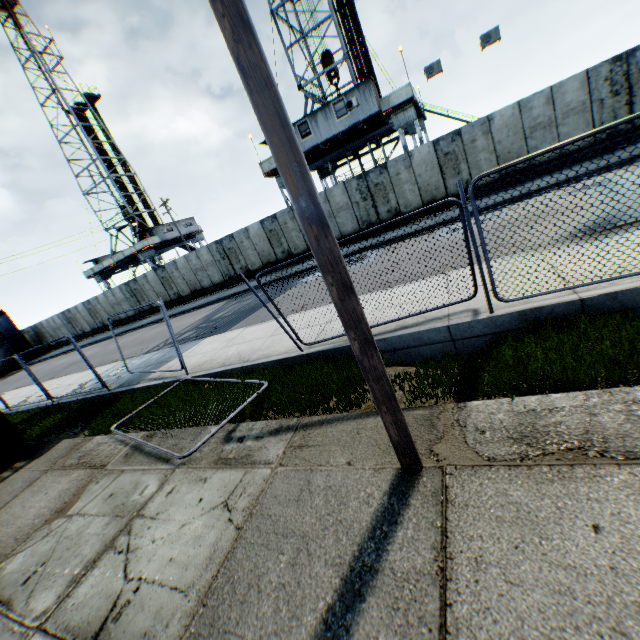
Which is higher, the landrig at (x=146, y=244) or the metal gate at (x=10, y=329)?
the landrig at (x=146, y=244)

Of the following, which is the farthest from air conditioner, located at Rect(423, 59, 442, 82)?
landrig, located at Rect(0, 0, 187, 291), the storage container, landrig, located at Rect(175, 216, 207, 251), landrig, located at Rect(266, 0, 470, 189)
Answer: landrig, located at Rect(0, 0, 187, 291)

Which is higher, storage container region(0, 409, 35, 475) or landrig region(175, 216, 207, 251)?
landrig region(175, 216, 207, 251)

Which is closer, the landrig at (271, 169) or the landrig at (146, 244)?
the landrig at (271, 169)

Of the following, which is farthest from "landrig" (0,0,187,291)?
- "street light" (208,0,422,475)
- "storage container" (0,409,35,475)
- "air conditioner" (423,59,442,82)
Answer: "street light" (208,0,422,475)

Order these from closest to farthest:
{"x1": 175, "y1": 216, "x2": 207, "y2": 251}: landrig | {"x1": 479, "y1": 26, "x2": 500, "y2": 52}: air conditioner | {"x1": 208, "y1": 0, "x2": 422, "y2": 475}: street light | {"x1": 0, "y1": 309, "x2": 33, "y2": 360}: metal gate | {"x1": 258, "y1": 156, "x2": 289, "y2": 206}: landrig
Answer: {"x1": 208, "y1": 0, "x2": 422, "y2": 475}: street light, {"x1": 479, "y1": 26, "x2": 500, "y2": 52}: air conditioner, {"x1": 258, "y1": 156, "x2": 289, "y2": 206}: landrig, {"x1": 0, "y1": 309, "x2": 33, "y2": 360}: metal gate, {"x1": 175, "y1": 216, "x2": 207, "y2": 251}: landrig

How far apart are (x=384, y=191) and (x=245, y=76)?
16.9m

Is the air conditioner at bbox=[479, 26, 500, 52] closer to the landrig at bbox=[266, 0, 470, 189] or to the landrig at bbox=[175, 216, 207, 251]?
the landrig at bbox=[266, 0, 470, 189]
